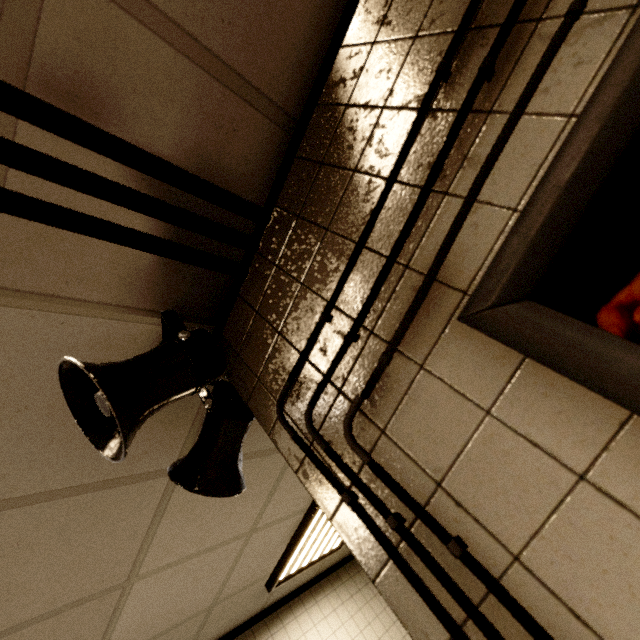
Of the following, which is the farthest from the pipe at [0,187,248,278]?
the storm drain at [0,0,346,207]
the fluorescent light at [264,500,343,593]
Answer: the fluorescent light at [264,500,343,593]

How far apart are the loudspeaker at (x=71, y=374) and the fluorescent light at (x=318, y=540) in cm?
120

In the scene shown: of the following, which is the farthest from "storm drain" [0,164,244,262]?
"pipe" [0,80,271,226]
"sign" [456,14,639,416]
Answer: "sign" [456,14,639,416]

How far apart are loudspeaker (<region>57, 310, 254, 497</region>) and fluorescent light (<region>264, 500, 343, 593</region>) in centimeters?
120cm

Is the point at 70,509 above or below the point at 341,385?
above

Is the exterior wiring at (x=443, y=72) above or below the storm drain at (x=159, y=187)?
below

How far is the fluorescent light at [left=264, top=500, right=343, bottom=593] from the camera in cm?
260

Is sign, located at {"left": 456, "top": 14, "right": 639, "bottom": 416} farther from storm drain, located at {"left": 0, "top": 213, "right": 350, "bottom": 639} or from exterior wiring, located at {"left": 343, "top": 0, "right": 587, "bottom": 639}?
storm drain, located at {"left": 0, "top": 213, "right": 350, "bottom": 639}
